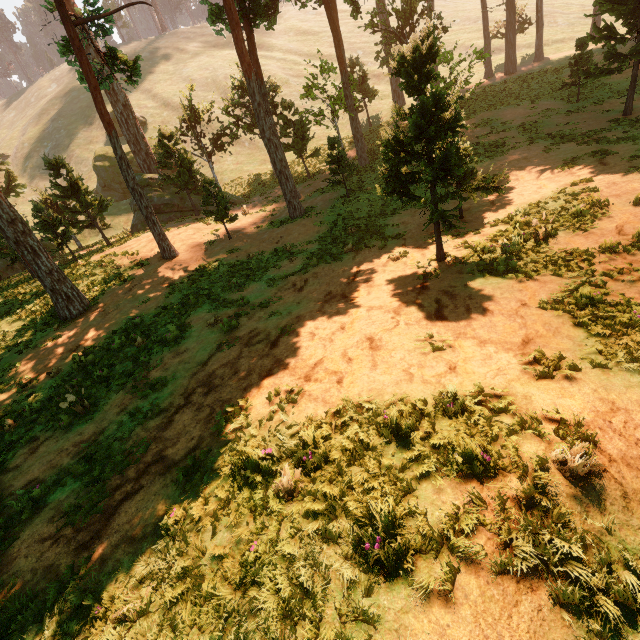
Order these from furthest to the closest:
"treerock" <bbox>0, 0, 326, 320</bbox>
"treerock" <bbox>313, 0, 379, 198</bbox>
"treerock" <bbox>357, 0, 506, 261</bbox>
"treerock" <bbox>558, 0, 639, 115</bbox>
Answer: "treerock" <bbox>313, 0, 379, 198</bbox>
"treerock" <bbox>558, 0, 639, 115</bbox>
"treerock" <bbox>0, 0, 326, 320</bbox>
"treerock" <bbox>357, 0, 506, 261</bbox>

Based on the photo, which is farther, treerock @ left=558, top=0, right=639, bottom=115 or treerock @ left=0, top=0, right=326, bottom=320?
treerock @ left=558, top=0, right=639, bottom=115

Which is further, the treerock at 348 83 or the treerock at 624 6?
the treerock at 348 83

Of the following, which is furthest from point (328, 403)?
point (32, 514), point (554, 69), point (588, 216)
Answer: point (554, 69)
